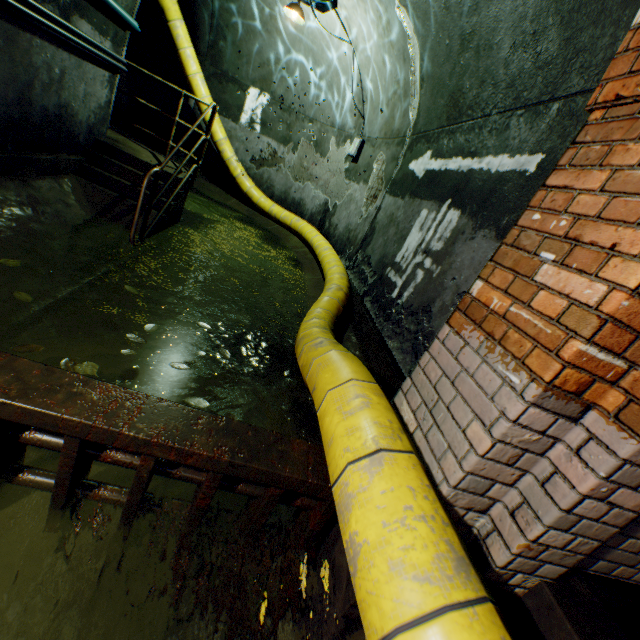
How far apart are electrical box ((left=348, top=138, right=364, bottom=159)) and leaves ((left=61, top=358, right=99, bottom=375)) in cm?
704

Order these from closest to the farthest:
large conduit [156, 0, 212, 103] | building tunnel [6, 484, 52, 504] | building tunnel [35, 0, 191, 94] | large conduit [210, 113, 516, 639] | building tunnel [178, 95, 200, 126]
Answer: large conduit [210, 113, 516, 639]
building tunnel [6, 484, 52, 504]
building tunnel [35, 0, 191, 94]
large conduit [156, 0, 212, 103]
building tunnel [178, 95, 200, 126]

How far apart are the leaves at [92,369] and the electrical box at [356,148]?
7.0 meters

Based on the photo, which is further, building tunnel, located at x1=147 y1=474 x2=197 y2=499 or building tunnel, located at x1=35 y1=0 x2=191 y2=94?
building tunnel, located at x1=35 y1=0 x2=191 y2=94

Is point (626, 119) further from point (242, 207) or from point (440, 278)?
point (242, 207)

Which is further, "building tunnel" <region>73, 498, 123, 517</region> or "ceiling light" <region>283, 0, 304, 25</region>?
"ceiling light" <region>283, 0, 304, 25</region>

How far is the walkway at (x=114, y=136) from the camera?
5.49m

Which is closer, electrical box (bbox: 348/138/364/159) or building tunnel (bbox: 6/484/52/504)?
building tunnel (bbox: 6/484/52/504)
